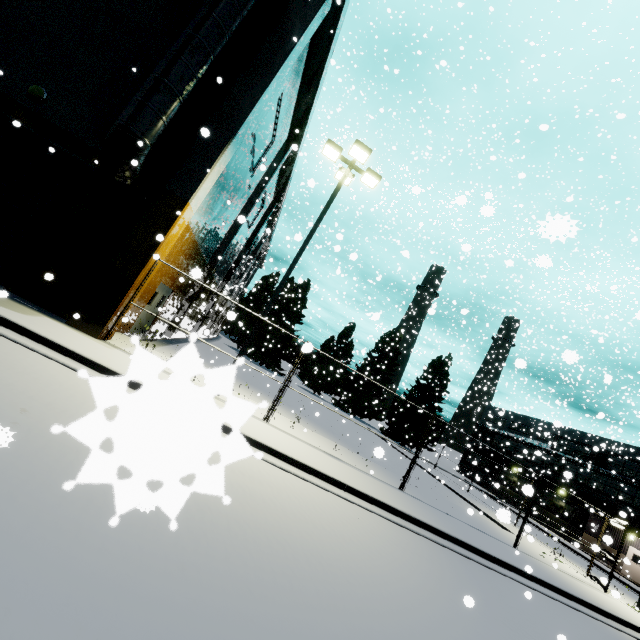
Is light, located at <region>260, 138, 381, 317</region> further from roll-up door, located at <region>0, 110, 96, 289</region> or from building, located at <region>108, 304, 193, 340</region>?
roll-up door, located at <region>0, 110, 96, 289</region>

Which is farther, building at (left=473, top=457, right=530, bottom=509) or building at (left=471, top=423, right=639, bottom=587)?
building at (left=473, top=457, right=530, bottom=509)

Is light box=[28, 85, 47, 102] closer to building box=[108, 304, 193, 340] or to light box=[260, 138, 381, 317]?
building box=[108, 304, 193, 340]

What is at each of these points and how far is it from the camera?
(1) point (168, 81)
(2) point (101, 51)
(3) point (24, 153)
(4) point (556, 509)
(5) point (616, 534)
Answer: (1) vent duct, 8.7 meters
(2) building, 10.2 meters
(3) roll-up door, 9.8 meters
(4) building, 34.0 meters
(5) building, 30.3 meters

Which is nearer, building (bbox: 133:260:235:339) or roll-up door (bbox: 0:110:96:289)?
roll-up door (bbox: 0:110:96:289)

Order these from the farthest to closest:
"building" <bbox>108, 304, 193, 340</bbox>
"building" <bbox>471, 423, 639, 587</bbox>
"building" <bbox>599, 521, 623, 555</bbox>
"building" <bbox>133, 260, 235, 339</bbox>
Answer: "building" <bbox>471, 423, 639, 587</bbox> → "building" <bbox>133, 260, 235, 339</bbox> → "building" <bbox>108, 304, 193, 340</bbox> → "building" <bbox>599, 521, 623, 555</bbox>

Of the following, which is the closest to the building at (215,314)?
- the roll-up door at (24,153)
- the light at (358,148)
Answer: the roll-up door at (24,153)

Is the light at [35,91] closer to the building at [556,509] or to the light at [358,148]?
the building at [556,509]
